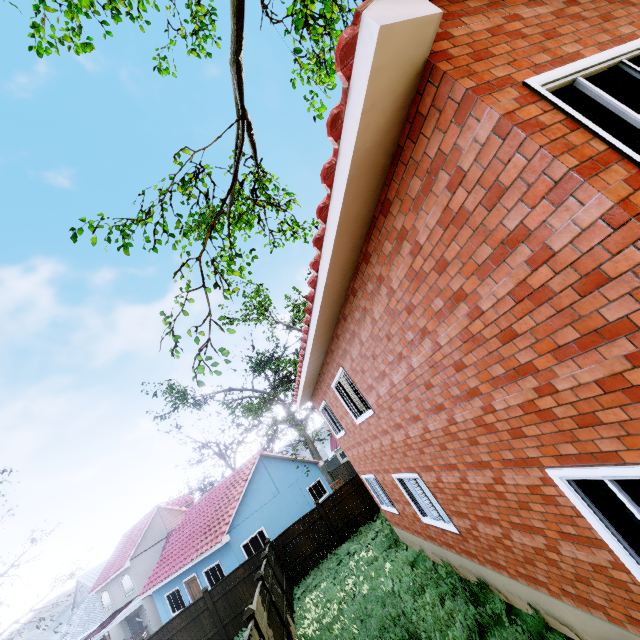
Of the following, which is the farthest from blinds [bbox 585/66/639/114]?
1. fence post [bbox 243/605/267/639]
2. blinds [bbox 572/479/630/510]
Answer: fence post [bbox 243/605/267/639]

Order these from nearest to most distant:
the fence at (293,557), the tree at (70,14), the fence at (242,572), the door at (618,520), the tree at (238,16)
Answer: the door at (618,520) < the tree at (238,16) < the tree at (70,14) < the fence at (242,572) < the fence at (293,557)

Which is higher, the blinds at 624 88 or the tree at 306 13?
the tree at 306 13

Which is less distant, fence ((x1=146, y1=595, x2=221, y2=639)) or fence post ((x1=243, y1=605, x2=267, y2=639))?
fence post ((x1=243, y1=605, x2=267, y2=639))

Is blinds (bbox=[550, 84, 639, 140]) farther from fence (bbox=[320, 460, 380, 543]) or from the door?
fence (bbox=[320, 460, 380, 543])

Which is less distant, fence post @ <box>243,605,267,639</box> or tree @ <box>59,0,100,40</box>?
tree @ <box>59,0,100,40</box>

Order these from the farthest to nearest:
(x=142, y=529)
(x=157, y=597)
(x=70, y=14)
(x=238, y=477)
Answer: (x=142, y=529) < (x=238, y=477) < (x=157, y=597) < (x=70, y=14)

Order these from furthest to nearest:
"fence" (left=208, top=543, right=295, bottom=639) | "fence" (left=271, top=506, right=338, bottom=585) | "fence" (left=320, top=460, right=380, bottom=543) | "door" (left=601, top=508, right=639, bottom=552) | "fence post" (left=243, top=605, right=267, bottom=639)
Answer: "fence" (left=320, top=460, right=380, bottom=543) < "fence" (left=271, top=506, right=338, bottom=585) < "fence" (left=208, top=543, right=295, bottom=639) < "fence post" (left=243, top=605, right=267, bottom=639) < "door" (left=601, top=508, right=639, bottom=552)
